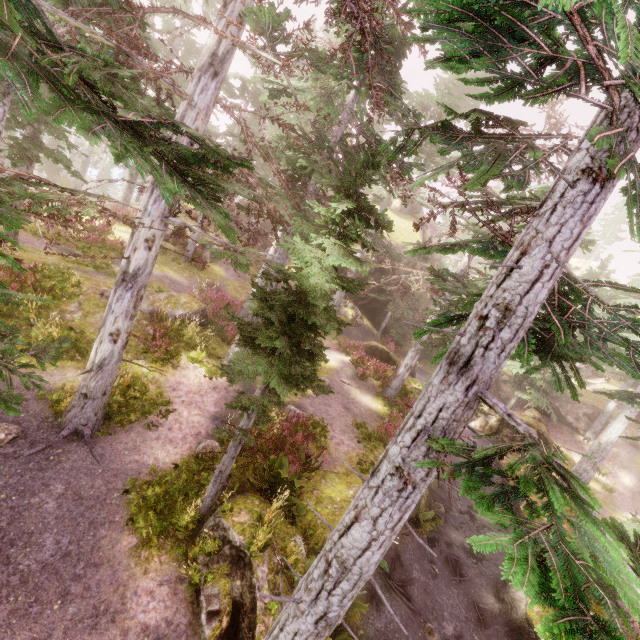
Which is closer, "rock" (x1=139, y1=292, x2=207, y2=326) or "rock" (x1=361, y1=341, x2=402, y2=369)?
"rock" (x1=139, y1=292, x2=207, y2=326)

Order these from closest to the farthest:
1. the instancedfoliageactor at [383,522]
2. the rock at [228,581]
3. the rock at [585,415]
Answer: the instancedfoliageactor at [383,522] < the rock at [228,581] < the rock at [585,415]

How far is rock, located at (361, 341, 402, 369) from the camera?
23.31m

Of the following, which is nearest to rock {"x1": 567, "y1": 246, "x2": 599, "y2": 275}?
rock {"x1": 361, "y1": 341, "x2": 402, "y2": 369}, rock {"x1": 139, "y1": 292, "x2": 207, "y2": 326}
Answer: rock {"x1": 361, "y1": 341, "x2": 402, "y2": 369}

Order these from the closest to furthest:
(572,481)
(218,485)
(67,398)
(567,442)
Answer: (572,481) → (218,485) → (67,398) → (567,442)

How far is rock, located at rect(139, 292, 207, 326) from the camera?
14.3 meters

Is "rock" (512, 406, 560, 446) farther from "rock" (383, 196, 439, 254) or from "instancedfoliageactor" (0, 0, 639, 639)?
"rock" (383, 196, 439, 254)

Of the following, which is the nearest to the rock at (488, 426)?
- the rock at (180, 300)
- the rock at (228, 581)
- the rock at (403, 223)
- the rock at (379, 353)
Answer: the rock at (403, 223)
